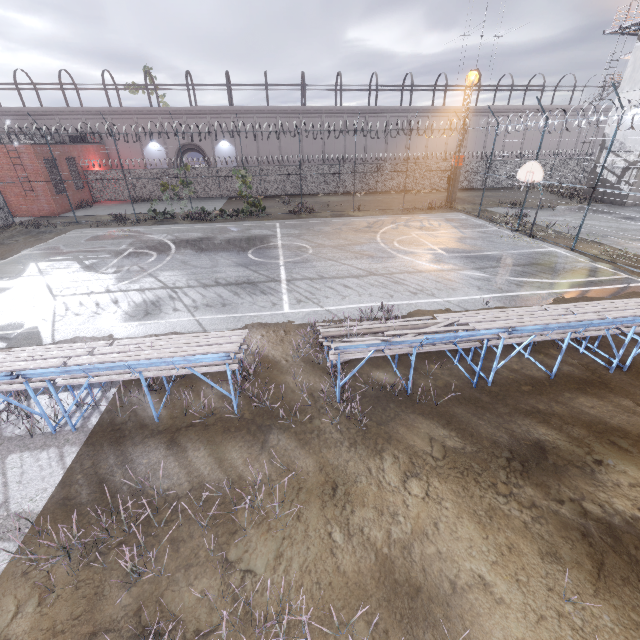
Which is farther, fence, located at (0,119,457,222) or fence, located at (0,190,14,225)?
fence, located at (0,119,457,222)

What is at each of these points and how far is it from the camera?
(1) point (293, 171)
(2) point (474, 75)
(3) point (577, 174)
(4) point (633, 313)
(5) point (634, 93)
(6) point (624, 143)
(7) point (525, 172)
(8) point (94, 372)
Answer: (1) fence, 31.98m
(2) spotlight, 23.36m
(3) fence, 36.09m
(4) bleachers, 7.50m
(5) building, 23.80m
(6) building, 24.72m
(7) basketball hoop, 16.11m
(8) bleachers, 5.35m

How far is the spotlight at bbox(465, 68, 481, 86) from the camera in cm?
2306

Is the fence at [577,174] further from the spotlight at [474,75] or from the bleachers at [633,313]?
the bleachers at [633,313]

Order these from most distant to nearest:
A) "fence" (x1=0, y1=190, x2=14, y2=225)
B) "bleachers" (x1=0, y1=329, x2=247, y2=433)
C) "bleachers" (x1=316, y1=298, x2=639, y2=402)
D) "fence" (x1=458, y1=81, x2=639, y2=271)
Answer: "fence" (x1=0, y1=190, x2=14, y2=225) < "fence" (x1=458, y1=81, x2=639, y2=271) < "bleachers" (x1=316, y1=298, x2=639, y2=402) < "bleachers" (x1=0, y1=329, x2=247, y2=433)

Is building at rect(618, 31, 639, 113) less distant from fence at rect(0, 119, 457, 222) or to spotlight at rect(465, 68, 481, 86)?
fence at rect(0, 119, 457, 222)

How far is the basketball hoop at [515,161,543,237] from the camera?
15.29m

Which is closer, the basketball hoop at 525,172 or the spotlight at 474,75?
the basketball hoop at 525,172
